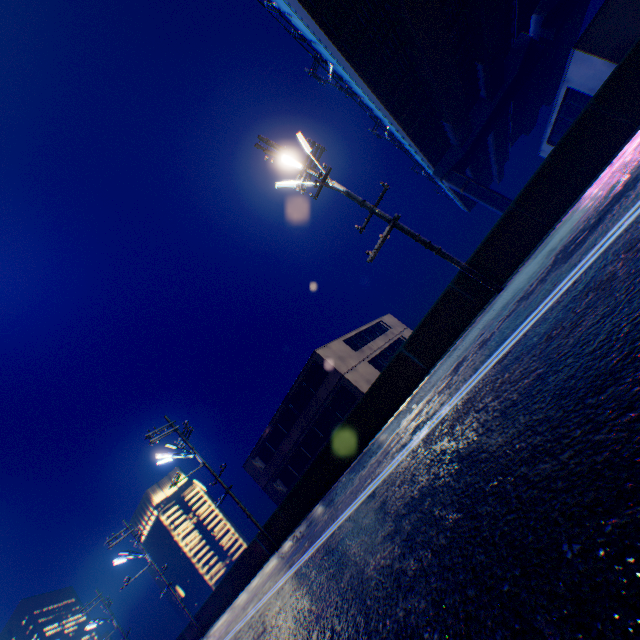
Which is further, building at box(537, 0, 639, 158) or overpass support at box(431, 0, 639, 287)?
building at box(537, 0, 639, 158)

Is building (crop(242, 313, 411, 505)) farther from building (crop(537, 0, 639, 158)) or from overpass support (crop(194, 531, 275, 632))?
overpass support (crop(194, 531, 275, 632))

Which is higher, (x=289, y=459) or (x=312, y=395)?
(x=312, y=395)

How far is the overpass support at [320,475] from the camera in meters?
10.4

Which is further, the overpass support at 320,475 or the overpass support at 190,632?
the overpass support at 190,632

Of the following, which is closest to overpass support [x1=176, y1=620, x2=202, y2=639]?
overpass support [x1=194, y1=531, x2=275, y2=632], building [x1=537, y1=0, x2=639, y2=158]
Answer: overpass support [x1=194, y1=531, x2=275, y2=632]

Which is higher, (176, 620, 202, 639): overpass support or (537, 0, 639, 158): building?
(537, 0, 639, 158): building

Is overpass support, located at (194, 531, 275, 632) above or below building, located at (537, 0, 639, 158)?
below
